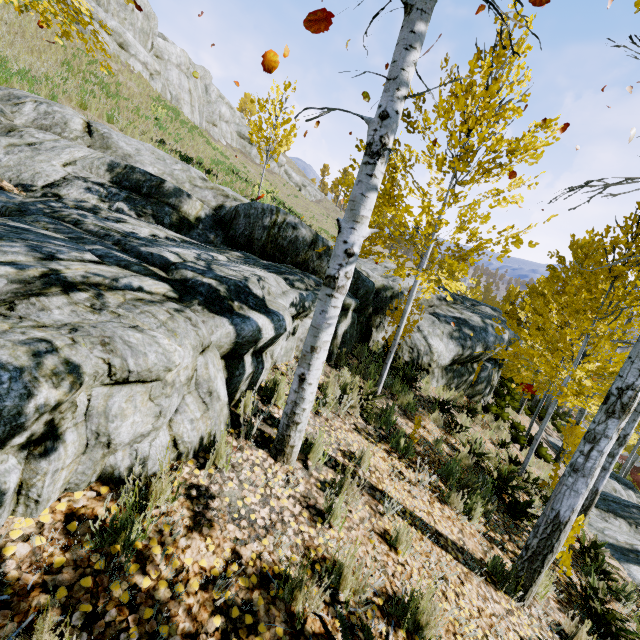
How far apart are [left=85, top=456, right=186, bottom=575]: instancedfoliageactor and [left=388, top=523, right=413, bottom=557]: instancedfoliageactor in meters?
2.4 m

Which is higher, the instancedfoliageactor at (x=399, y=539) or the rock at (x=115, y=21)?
the rock at (x=115, y=21)

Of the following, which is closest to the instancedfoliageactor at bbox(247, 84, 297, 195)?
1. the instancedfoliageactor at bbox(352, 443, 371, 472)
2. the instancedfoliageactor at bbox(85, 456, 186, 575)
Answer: the instancedfoliageactor at bbox(352, 443, 371, 472)

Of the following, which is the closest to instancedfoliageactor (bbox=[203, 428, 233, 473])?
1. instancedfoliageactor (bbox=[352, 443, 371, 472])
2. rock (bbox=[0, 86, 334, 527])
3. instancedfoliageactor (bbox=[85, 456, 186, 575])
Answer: rock (bbox=[0, 86, 334, 527])

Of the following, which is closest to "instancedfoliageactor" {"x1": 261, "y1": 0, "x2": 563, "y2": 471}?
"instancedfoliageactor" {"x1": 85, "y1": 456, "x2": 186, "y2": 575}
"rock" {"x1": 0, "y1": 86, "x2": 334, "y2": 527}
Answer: "rock" {"x1": 0, "y1": 86, "x2": 334, "y2": 527}

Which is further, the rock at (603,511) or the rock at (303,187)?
the rock at (303,187)

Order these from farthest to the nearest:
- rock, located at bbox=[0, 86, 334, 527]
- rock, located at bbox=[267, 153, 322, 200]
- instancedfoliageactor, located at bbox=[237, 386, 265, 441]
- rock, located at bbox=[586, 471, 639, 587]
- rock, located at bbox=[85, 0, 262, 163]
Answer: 1. rock, located at bbox=[267, 153, 322, 200]
2. rock, located at bbox=[85, 0, 262, 163]
3. rock, located at bbox=[586, 471, 639, 587]
4. instancedfoliageactor, located at bbox=[237, 386, 265, 441]
5. rock, located at bbox=[0, 86, 334, 527]

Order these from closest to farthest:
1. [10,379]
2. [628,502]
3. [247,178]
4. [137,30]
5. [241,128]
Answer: [10,379]
[628,502]
[247,178]
[137,30]
[241,128]
